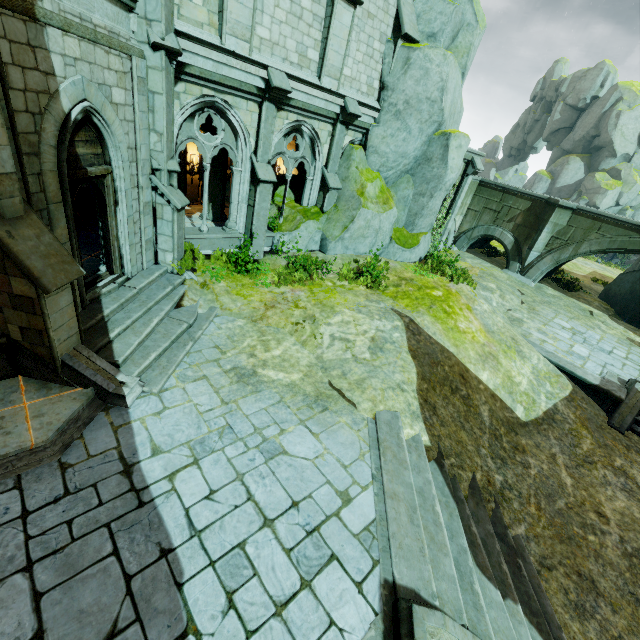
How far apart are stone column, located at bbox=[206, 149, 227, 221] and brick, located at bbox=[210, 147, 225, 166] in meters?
0.0 m

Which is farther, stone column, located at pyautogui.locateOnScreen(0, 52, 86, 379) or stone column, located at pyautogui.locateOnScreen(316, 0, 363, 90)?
stone column, located at pyautogui.locateOnScreen(316, 0, 363, 90)

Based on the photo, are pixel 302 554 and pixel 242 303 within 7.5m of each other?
yes

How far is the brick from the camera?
12.6m

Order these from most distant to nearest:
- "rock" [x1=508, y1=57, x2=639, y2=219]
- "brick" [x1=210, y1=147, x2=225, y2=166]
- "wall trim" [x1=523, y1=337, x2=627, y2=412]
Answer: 1. "rock" [x1=508, y1=57, x2=639, y2=219]
2. "brick" [x1=210, y1=147, x2=225, y2=166]
3. "wall trim" [x1=523, y1=337, x2=627, y2=412]

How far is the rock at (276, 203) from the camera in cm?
1320

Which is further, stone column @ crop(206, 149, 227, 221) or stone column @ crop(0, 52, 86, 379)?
stone column @ crop(206, 149, 227, 221)

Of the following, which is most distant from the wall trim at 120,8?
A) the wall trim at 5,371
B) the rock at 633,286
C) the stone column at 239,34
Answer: the rock at 633,286
